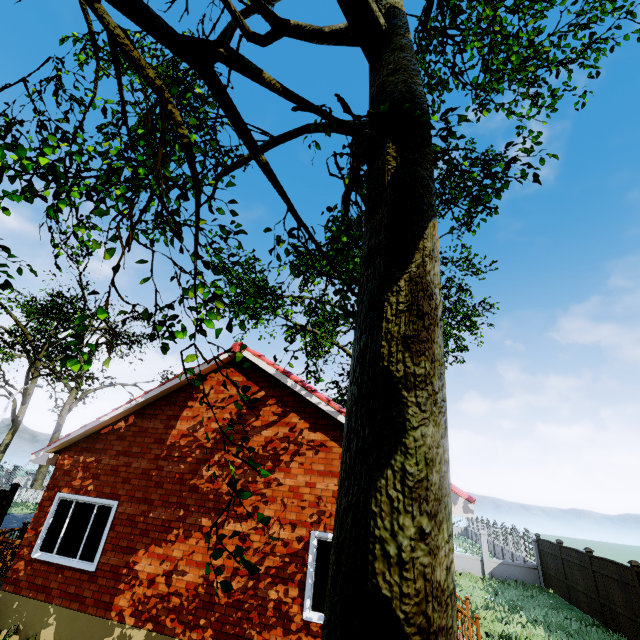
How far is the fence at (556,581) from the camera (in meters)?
16.11

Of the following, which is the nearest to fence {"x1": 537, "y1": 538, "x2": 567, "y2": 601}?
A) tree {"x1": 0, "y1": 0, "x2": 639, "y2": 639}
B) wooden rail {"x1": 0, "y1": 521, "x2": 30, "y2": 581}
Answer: tree {"x1": 0, "y1": 0, "x2": 639, "y2": 639}

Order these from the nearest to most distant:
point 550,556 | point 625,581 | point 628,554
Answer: point 625,581 < point 550,556 < point 628,554

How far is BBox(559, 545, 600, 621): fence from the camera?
13.4 meters

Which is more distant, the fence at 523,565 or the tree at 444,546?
the fence at 523,565

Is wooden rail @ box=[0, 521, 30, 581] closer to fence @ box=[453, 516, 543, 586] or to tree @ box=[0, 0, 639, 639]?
fence @ box=[453, 516, 543, 586]
